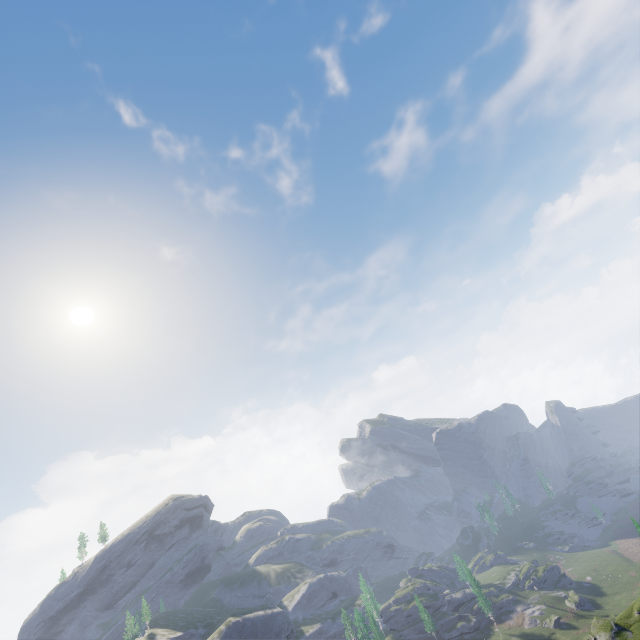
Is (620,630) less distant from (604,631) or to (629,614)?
(604,631)
